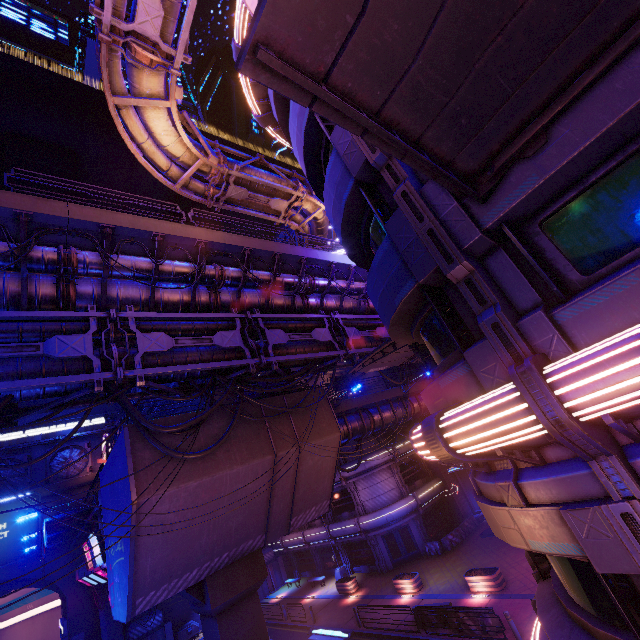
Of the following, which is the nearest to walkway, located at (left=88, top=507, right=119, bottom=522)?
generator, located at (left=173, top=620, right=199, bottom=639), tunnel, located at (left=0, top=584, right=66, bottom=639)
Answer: tunnel, located at (left=0, top=584, right=66, bottom=639)

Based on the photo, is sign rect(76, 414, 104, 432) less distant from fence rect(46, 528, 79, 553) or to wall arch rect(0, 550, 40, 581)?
wall arch rect(0, 550, 40, 581)

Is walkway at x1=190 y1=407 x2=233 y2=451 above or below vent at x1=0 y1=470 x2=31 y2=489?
below

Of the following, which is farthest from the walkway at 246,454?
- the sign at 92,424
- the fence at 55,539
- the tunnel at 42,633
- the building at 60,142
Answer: the building at 60,142

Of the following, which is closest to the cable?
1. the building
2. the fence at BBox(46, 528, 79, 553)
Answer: the fence at BBox(46, 528, 79, 553)

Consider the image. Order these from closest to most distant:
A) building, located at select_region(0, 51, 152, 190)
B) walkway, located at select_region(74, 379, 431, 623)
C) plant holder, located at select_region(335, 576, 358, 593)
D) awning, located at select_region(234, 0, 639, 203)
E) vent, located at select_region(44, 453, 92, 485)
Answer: awning, located at select_region(234, 0, 639, 203) → walkway, located at select_region(74, 379, 431, 623) → plant holder, located at select_region(335, 576, 358, 593) → vent, located at select_region(44, 453, 92, 485) → building, located at select_region(0, 51, 152, 190)

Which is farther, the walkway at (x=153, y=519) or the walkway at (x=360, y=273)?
the walkway at (x=153, y=519)

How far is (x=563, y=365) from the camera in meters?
3.9
